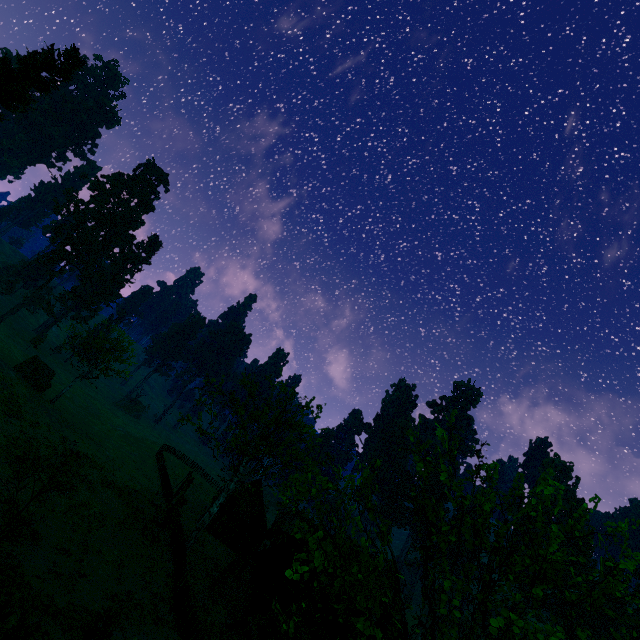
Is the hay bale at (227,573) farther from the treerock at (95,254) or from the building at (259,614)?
the treerock at (95,254)

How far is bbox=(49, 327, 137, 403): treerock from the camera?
34.8 meters

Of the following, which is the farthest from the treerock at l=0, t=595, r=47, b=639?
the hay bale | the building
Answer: the hay bale

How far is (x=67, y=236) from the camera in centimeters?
5675cm

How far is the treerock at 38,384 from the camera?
32.8m

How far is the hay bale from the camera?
23.0 meters

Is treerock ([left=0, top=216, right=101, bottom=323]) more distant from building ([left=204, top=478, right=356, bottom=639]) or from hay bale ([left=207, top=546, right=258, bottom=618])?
hay bale ([left=207, top=546, right=258, bottom=618])
